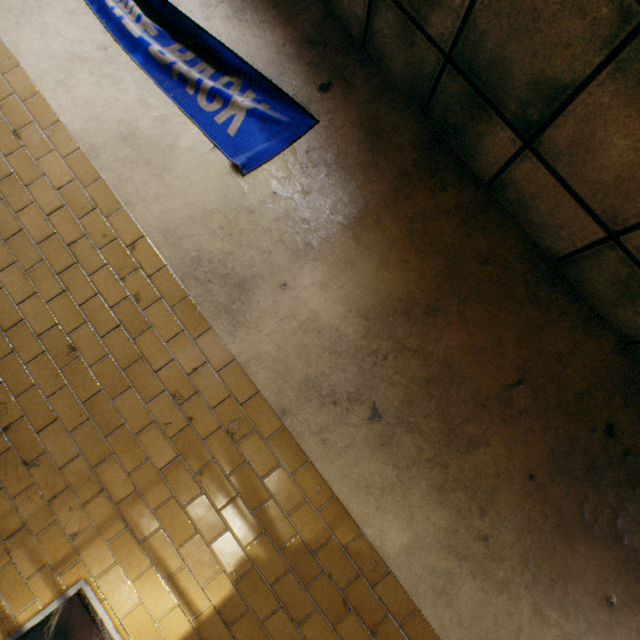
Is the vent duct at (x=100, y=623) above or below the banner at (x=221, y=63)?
below

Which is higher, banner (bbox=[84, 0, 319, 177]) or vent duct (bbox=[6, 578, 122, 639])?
banner (bbox=[84, 0, 319, 177])

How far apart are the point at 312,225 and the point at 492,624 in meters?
2.6 m
